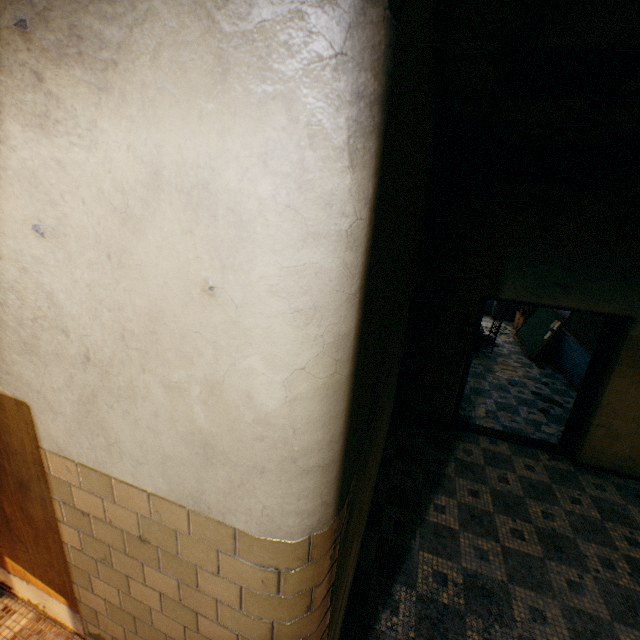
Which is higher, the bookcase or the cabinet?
the bookcase

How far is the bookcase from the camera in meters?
9.6 m

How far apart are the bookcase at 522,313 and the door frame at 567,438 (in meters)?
5.75

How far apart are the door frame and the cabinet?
7.29m

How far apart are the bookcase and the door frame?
5.8m

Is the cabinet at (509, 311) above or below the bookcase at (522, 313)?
below

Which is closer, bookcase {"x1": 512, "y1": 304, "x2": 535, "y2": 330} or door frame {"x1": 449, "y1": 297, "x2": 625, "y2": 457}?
door frame {"x1": 449, "y1": 297, "x2": 625, "y2": 457}

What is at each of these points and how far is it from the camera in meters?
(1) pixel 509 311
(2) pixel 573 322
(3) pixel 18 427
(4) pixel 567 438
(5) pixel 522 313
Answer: (1) cabinet, 11.2
(2) blackboard, 7.3
(3) door, 1.8
(4) door frame, 4.7
(5) bookcase, 10.1
